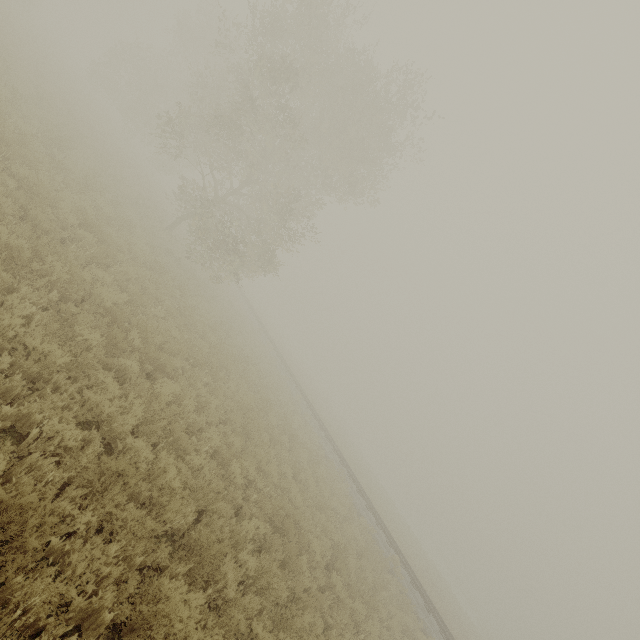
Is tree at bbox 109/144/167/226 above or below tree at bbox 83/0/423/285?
below

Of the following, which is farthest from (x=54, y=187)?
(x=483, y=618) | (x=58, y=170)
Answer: (x=483, y=618)

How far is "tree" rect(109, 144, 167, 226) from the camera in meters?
17.6

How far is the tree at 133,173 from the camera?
17.6 meters

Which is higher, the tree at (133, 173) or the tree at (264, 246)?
the tree at (264, 246)
